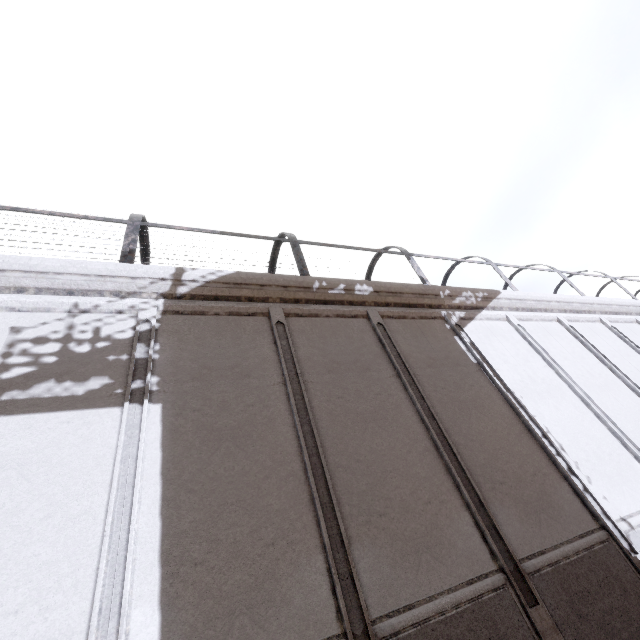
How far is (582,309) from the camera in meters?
11.7
